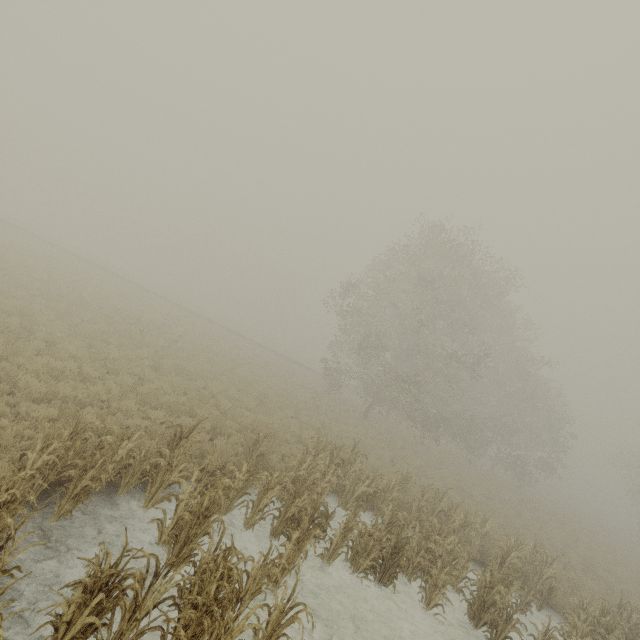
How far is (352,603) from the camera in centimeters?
768cm

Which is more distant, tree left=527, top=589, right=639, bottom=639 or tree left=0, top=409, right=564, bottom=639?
tree left=527, top=589, right=639, bottom=639

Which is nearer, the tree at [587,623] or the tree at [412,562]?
the tree at [412,562]
